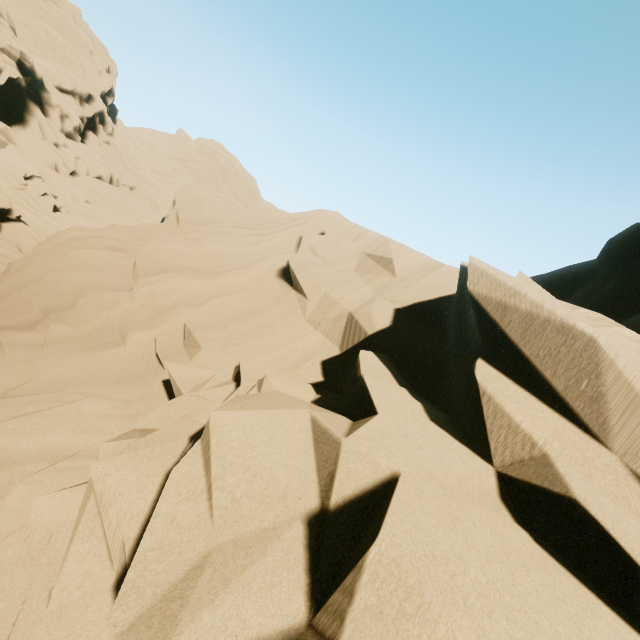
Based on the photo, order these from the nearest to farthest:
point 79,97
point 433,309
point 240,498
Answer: point 240,498
point 433,309
point 79,97
